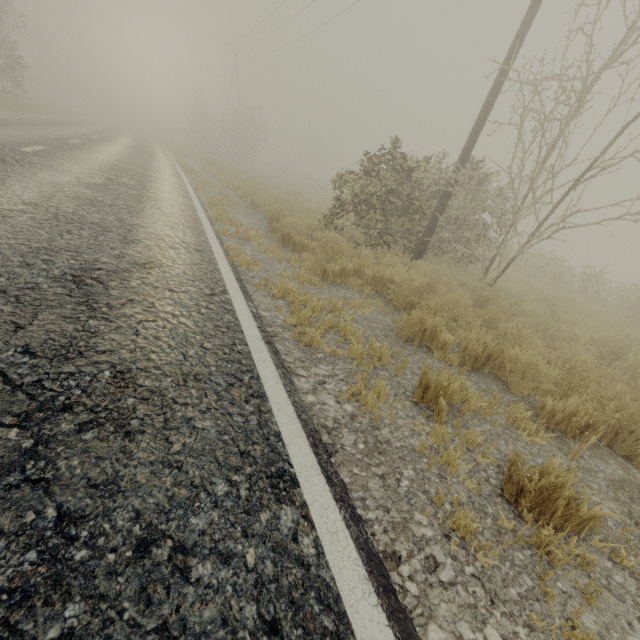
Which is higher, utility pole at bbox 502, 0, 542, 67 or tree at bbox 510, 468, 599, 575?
utility pole at bbox 502, 0, 542, 67

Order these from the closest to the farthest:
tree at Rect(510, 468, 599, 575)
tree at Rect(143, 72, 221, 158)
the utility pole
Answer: tree at Rect(510, 468, 599, 575), the utility pole, tree at Rect(143, 72, 221, 158)

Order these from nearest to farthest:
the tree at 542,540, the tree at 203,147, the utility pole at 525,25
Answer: the tree at 542,540 → the utility pole at 525,25 → the tree at 203,147

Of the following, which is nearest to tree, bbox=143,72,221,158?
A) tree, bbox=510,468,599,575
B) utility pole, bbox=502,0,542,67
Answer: utility pole, bbox=502,0,542,67

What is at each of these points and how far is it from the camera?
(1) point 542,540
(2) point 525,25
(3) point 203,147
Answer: (1) tree, 1.9m
(2) utility pole, 7.4m
(3) tree, 37.8m

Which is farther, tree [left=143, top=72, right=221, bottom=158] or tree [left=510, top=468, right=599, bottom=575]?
tree [left=143, top=72, right=221, bottom=158]

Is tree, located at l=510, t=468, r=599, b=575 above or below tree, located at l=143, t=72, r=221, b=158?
below

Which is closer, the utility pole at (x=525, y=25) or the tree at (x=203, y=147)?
the utility pole at (x=525, y=25)
